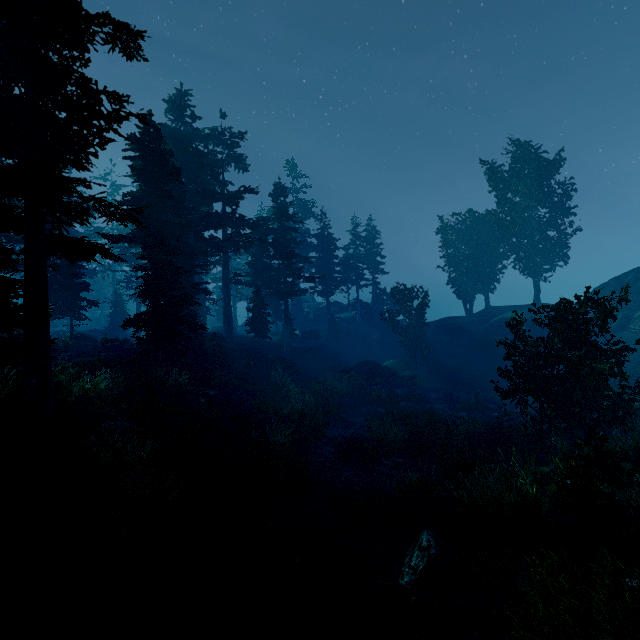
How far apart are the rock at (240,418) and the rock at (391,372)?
16.9 meters

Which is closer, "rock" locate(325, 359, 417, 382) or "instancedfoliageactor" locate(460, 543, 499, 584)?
"instancedfoliageactor" locate(460, 543, 499, 584)

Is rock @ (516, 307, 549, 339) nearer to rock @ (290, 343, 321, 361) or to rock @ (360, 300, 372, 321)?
rock @ (360, 300, 372, 321)

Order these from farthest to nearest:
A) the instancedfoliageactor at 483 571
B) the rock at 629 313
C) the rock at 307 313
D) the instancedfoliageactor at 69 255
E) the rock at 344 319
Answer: the rock at 344 319, the rock at 307 313, the rock at 629 313, the instancedfoliageactor at 69 255, the instancedfoliageactor at 483 571

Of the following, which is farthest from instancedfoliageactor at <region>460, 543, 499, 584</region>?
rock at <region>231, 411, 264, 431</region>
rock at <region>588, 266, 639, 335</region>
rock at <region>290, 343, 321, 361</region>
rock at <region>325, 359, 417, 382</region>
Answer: rock at <region>231, 411, 264, 431</region>

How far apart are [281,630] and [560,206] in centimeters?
4716cm

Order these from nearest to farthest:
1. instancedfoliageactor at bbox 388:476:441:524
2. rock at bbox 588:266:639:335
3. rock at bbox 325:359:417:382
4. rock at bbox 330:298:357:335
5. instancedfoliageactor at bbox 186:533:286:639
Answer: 1. instancedfoliageactor at bbox 186:533:286:639
2. instancedfoliageactor at bbox 388:476:441:524
3. rock at bbox 588:266:639:335
4. rock at bbox 325:359:417:382
5. rock at bbox 330:298:357:335

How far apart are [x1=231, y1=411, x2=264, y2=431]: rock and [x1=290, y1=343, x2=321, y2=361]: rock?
19.4 meters
